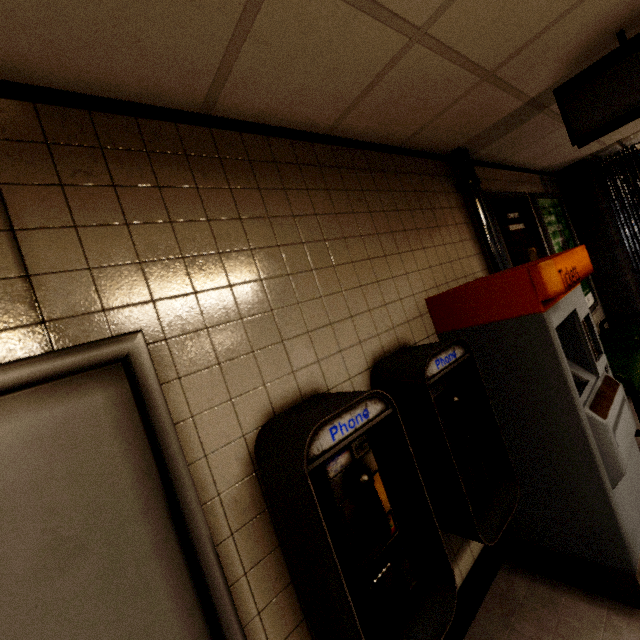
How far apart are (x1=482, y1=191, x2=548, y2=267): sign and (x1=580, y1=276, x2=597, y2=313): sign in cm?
19

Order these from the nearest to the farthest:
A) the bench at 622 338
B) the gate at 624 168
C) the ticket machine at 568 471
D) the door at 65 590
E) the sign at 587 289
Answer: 1. the door at 65 590
2. the ticket machine at 568 471
3. the bench at 622 338
4. the sign at 587 289
5. the gate at 624 168

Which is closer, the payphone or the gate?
the payphone

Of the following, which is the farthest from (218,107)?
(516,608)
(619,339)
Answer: (619,339)

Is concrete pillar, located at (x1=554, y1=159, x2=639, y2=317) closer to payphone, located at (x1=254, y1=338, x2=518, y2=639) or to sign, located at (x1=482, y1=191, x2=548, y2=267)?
sign, located at (x1=482, y1=191, x2=548, y2=267)

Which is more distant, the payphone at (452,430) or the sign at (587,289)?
the sign at (587,289)

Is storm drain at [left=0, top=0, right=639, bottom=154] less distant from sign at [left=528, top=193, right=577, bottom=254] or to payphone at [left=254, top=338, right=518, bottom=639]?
payphone at [left=254, top=338, right=518, bottom=639]

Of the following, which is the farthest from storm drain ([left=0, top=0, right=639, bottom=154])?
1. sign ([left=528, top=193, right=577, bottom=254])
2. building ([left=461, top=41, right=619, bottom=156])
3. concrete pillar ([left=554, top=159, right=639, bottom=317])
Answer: concrete pillar ([left=554, top=159, right=639, bottom=317])
